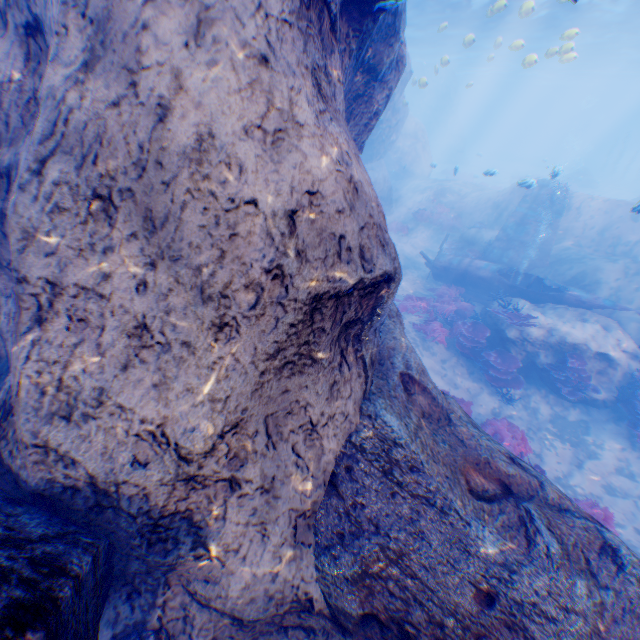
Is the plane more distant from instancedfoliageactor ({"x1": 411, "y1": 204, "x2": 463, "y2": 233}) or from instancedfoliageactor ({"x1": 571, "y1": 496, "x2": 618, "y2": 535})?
instancedfoliageactor ({"x1": 571, "y1": 496, "x2": 618, "y2": 535})

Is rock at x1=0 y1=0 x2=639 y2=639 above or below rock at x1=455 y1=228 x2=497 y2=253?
above

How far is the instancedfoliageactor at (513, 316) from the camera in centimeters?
1116cm

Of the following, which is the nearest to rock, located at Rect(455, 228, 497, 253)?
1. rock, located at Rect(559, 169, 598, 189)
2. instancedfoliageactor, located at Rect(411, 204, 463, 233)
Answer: instancedfoliageactor, located at Rect(411, 204, 463, 233)

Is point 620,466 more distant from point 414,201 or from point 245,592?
point 414,201

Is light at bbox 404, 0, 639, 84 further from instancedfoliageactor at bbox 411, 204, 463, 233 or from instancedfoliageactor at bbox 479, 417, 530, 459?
instancedfoliageactor at bbox 479, 417, 530, 459

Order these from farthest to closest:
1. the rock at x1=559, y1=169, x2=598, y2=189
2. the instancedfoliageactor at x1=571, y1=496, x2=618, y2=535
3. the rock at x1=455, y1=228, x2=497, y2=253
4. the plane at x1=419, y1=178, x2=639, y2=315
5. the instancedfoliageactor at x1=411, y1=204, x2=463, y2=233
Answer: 1. the rock at x1=559, y1=169, x2=598, y2=189
2. the instancedfoliageactor at x1=411, y1=204, x2=463, y2=233
3. the rock at x1=455, y1=228, x2=497, y2=253
4. the plane at x1=419, y1=178, x2=639, y2=315
5. the instancedfoliageactor at x1=571, y1=496, x2=618, y2=535

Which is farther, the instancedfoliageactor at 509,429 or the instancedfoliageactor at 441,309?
the instancedfoliageactor at 441,309
